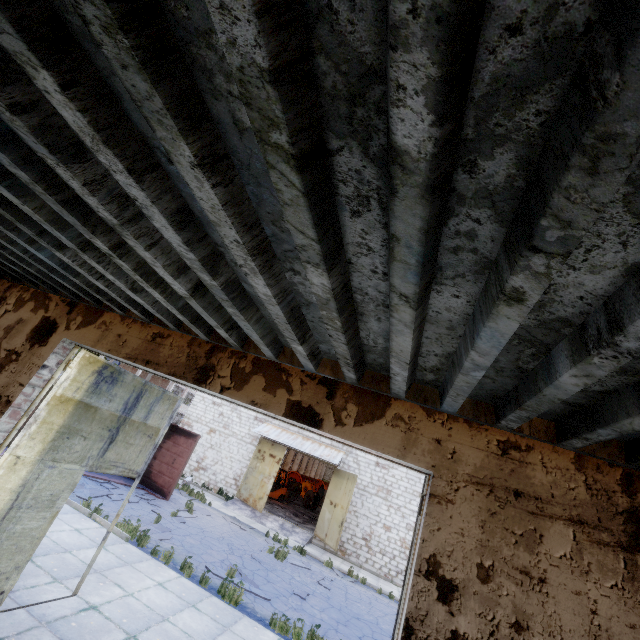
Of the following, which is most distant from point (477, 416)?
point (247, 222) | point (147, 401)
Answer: point (147, 401)

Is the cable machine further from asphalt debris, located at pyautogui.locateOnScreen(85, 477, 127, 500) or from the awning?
asphalt debris, located at pyautogui.locateOnScreen(85, 477, 127, 500)

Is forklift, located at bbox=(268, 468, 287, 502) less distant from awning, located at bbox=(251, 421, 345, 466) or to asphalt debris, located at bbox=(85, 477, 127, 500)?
awning, located at bbox=(251, 421, 345, 466)

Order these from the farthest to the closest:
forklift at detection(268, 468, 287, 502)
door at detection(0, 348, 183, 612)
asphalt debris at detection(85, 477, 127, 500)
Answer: forklift at detection(268, 468, 287, 502), asphalt debris at detection(85, 477, 127, 500), door at detection(0, 348, 183, 612)

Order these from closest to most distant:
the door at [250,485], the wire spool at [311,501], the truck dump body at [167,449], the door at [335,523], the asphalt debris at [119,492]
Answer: the asphalt debris at [119,492]
the truck dump body at [167,449]
the door at [335,523]
the door at [250,485]
the wire spool at [311,501]

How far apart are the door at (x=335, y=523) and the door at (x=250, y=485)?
3.3 meters

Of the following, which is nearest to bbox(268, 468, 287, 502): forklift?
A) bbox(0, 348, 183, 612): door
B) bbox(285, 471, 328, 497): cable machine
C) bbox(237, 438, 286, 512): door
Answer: bbox(237, 438, 286, 512): door

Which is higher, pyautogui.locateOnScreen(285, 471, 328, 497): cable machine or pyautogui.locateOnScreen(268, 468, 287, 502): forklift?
pyautogui.locateOnScreen(285, 471, 328, 497): cable machine
